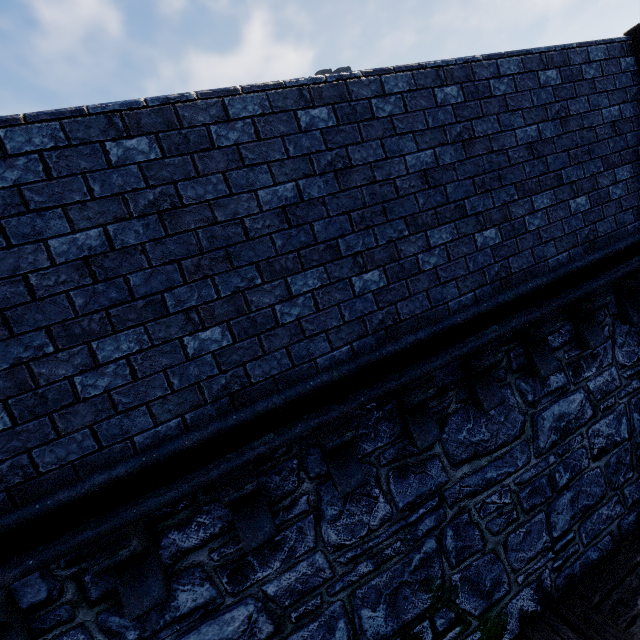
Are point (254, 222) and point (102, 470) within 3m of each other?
yes
